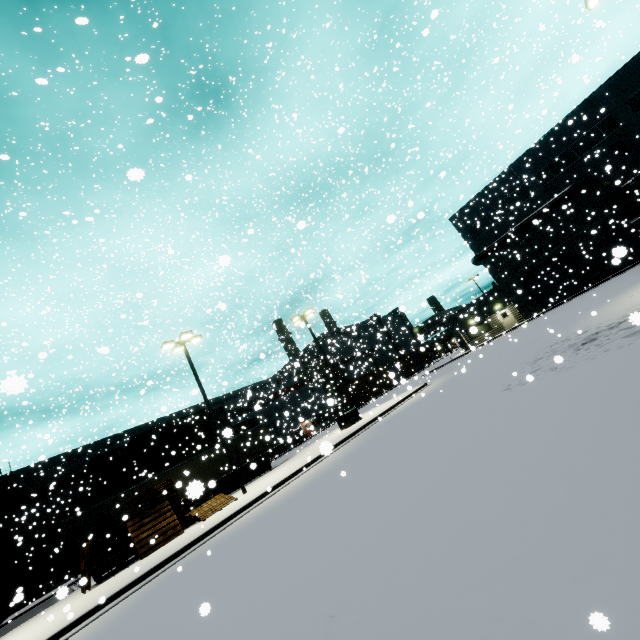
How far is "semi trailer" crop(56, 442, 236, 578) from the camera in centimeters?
1856cm

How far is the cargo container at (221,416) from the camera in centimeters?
552cm

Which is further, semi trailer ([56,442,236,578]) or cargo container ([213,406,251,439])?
semi trailer ([56,442,236,578])

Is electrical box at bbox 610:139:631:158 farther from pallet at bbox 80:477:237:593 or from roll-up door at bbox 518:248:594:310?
pallet at bbox 80:477:237:593

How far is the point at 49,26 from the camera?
23.6m

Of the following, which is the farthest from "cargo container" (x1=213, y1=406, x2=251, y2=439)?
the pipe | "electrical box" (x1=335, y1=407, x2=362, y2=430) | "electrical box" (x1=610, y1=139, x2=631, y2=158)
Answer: "electrical box" (x1=610, y1=139, x2=631, y2=158)

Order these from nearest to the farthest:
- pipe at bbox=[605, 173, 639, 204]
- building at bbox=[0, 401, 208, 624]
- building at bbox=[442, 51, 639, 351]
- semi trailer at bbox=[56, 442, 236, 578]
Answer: semi trailer at bbox=[56, 442, 236, 578] < building at bbox=[0, 401, 208, 624] < pipe at bbox=[605, 173, 639, 204] < building at bbox=[442, 51, 639, 351]

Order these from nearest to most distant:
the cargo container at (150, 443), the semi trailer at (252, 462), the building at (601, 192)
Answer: the semi trailer at (252, 462), the cargo container at (150, 443), the building at (601, 192)
